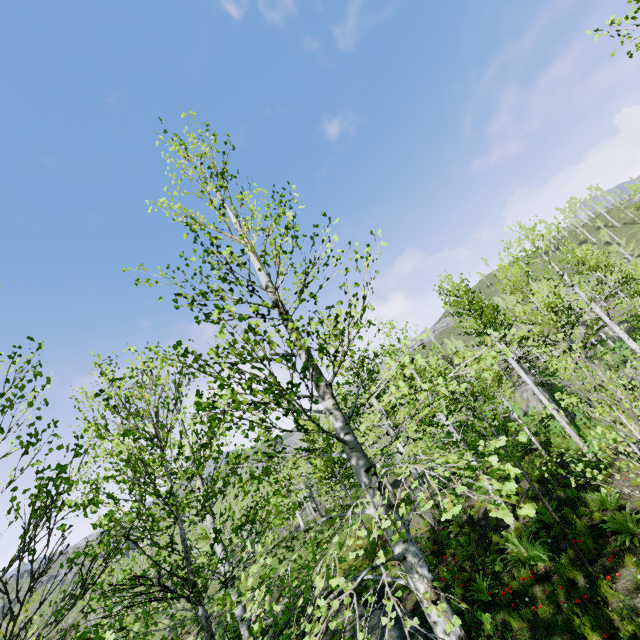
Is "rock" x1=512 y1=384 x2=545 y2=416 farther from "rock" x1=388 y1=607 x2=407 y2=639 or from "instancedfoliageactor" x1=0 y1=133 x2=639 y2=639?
"rock" x1=388 y1=607 x2=407 y2=639

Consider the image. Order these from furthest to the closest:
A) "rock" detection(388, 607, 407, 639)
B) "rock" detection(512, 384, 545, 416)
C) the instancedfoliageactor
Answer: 1. "rock" detection(512, 384, 545, 416)
2. "rock" detection(388, 607, 407, 639)
3. the instancedfoliageactor

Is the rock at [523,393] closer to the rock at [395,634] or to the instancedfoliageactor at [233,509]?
the instancedfoliageactor at [233,509]

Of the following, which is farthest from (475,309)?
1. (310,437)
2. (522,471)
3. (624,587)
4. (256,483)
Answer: (256,483)

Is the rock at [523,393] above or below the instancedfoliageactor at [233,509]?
below

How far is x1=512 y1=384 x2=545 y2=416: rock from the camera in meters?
27.9 m
